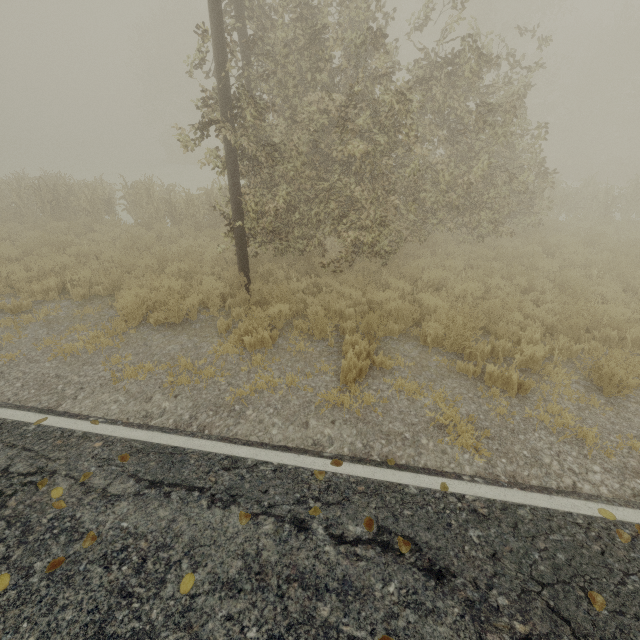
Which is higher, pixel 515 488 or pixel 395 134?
pixel 395 134

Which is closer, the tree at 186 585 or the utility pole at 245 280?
the tree at 186 585

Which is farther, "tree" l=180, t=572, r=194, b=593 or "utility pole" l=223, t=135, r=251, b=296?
"utility pole" l=223, t=135, r=251, b=296

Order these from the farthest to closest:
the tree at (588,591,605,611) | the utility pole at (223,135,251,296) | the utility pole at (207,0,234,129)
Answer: the utility pole at (223,135,251,296) → the utility pole at (207,0,234,129) → the tree at (588,591,605,611)

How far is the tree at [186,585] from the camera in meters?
2.7

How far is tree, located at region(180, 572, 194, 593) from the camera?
2.73m
